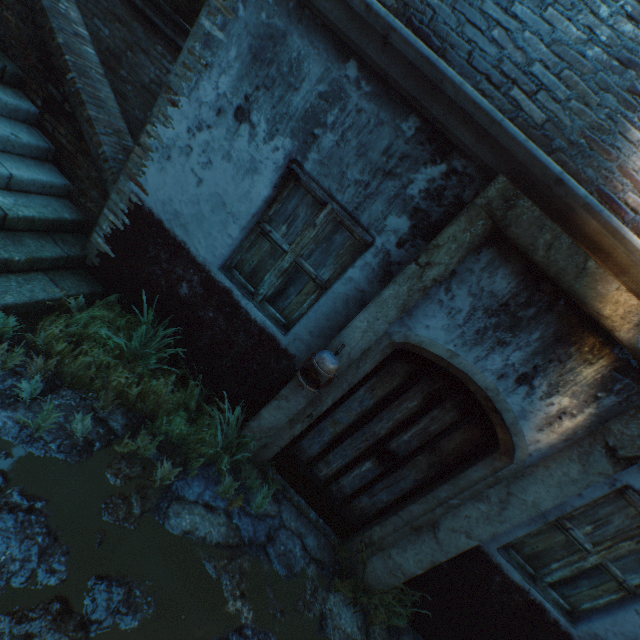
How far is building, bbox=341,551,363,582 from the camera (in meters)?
3.51

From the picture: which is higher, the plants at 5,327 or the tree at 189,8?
the tree at 189,8

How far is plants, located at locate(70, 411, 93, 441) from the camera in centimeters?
271cm

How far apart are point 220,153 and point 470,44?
2.23m

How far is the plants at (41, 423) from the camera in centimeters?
249cm

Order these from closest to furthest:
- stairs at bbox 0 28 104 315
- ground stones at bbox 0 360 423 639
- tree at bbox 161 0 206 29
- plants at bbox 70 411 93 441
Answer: ground stones at bbox 0 360 423 639 → plants at bbox 70 411 93 441 → stairs at bbox 0 28 104 315 → tree at bbox 161 0 206 29

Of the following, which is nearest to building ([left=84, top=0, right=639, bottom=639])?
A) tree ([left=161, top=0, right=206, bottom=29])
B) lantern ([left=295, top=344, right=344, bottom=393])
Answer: lantern ([left=295, top=344, right=344, bottom=393])

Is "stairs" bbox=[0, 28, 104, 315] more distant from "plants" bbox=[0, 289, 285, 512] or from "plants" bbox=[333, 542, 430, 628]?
"plants" bbox=[333, 542, 430, 628]
